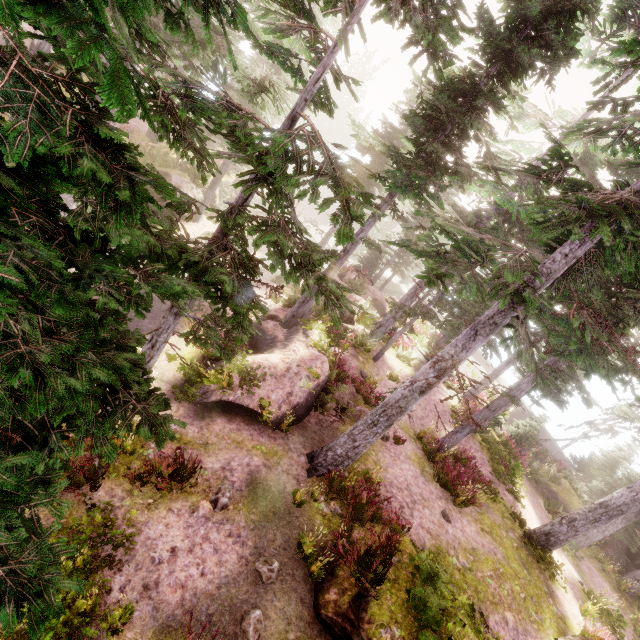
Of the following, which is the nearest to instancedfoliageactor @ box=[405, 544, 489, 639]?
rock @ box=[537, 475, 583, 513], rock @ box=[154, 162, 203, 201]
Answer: rock @ box=[154, 162, 203, 201]

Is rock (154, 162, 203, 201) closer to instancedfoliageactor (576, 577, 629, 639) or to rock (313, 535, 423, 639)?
instancedfoliageactor (576, 577, 629, 639)

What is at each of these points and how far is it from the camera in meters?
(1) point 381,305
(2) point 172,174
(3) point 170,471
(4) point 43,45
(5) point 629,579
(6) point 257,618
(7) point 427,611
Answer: (1) rock, 25.6 m
(2) rock, 16.7 m
(3) instancedfoliageactor, 8.0 m
(4) instancedfoliageactor, 12.0 m
(5) instancedfoliageactor, 18.4 m
(6) instancedfoliageactor, 6.5 m
(7) instancedfoliageactor, 6.9 m

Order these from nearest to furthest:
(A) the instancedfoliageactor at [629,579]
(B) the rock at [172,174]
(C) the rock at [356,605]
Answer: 1. (C) the rock at [356,605]
2. (B) the rock at [172,174]
3. (A) the instancedfoliageactor at [629,579]

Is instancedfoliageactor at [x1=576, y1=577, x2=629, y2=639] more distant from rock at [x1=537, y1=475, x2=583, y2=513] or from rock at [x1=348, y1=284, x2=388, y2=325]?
rock at [x1=537, y1=475, x2=583, y2=513]

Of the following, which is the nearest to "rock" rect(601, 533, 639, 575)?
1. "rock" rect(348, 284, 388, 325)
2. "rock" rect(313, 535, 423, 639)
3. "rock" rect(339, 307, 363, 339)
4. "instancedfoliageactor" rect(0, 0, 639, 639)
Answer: "instancedfoliageactor" rect(0, 0, 639, 639)

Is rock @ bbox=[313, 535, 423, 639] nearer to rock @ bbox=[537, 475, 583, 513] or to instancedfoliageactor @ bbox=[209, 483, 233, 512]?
instancedfoliageactor @ bbox=[209, 483, 233, 512]

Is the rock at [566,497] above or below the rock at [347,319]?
below
